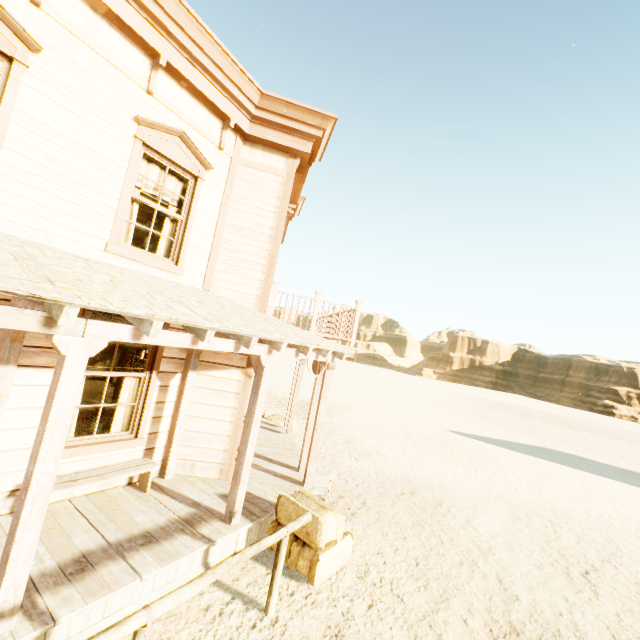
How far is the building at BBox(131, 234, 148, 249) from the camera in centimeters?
1356cm

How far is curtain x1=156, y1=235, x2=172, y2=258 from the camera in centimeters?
563cm

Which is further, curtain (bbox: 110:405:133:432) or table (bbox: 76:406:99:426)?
table (bbox: 76:406:99:426)

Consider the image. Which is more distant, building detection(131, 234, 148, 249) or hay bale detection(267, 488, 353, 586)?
building detection(131, 234, 148, 249)

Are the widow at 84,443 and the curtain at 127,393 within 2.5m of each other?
yes

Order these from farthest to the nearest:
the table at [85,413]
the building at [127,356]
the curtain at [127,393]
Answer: the building at [127,356]
the table at [85,413]
the curtain at [127,393]

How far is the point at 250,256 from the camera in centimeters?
652cm

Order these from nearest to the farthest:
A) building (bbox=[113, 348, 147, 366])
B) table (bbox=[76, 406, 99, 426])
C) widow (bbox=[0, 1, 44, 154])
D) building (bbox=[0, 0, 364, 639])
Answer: building (bbox=[0, 0, 364, 639]), widow (bbox=[0, 1, 44, 154]), table (bbox=[76, 406, 99, 426]), building (bbox=[113, 348, 147, 366])
